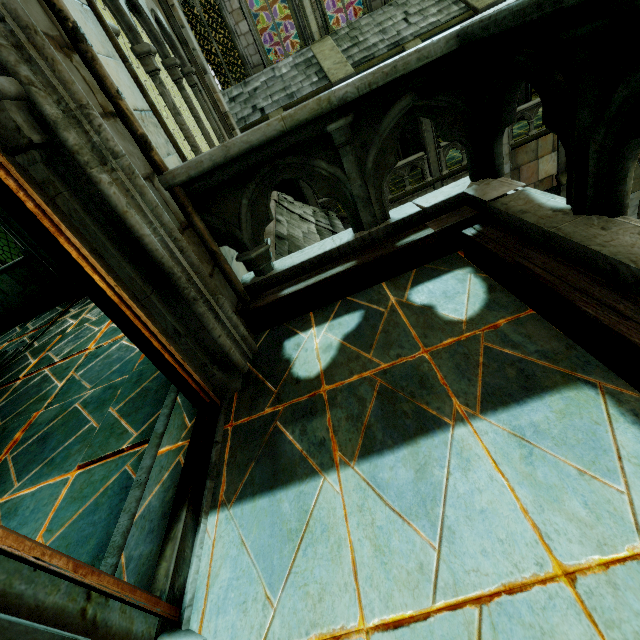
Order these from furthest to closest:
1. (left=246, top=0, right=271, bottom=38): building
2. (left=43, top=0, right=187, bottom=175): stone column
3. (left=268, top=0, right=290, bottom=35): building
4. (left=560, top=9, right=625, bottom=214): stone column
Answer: (left=246, top=0, right=271, bottom=38): building
(left=268, top=0, right=290, bottom=35): building
(left=43, top=0, right=187, bottom=175): stone column
(left=560, top=9, right=625, bottom=214): stone column

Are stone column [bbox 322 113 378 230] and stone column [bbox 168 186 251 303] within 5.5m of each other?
yes

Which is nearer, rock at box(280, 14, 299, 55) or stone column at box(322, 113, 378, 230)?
stone column at box(322, 113, 378, 230)

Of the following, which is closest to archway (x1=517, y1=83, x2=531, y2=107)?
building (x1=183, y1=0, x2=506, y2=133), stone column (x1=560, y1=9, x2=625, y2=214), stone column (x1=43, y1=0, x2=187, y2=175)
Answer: building (x1=183, y1=0, x2=506, y2=133)

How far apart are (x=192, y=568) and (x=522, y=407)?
1.5 meters

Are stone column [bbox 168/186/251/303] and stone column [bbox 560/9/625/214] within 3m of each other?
yes

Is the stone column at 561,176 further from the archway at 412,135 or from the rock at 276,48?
the rock at 276,48

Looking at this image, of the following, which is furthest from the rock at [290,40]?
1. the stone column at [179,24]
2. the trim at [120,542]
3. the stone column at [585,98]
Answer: the stone column at [585,98]
